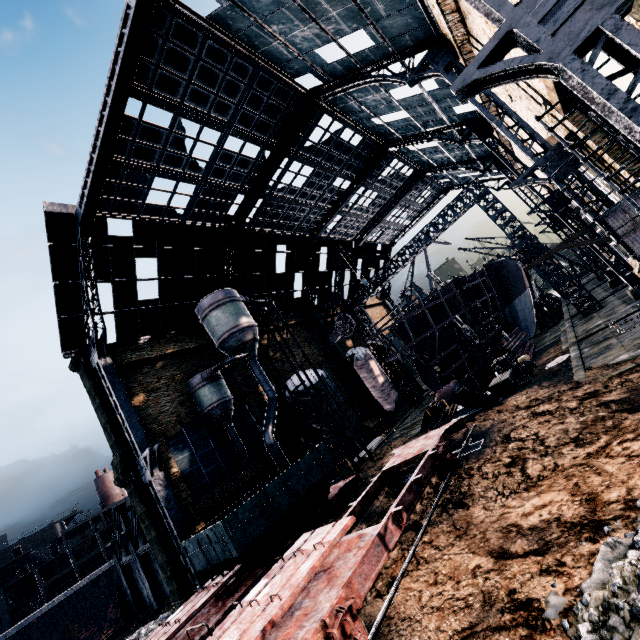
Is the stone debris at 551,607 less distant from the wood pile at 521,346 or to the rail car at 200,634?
the rail car at 200,634

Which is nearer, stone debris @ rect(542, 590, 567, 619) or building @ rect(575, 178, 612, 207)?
stone debris @ rect(542, 590, 567, 619)

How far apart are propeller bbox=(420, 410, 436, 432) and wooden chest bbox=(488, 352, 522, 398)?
3.6 meters

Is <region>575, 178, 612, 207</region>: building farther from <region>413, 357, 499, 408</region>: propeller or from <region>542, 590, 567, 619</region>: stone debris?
<region>413, 357, 499, 408</region>: propeller

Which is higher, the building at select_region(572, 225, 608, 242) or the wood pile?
the building at select_region(572, 225, 608, 242)

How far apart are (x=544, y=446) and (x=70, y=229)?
28.2m

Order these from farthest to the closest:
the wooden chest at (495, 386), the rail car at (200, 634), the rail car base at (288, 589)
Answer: the wooden chest at (495, 386) → the rail car at (200, 634) → the rail car base at (288, 589)

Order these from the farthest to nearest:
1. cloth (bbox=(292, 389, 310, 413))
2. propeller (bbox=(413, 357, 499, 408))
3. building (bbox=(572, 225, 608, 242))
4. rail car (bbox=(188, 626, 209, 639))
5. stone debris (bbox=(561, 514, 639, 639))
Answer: cloth (bbox=(292, 389, 310, 413)) < building (bbox=(572, 225, 608, 242)) < propeller (bbox=(413, 357, 499, 408)) < rail car (bbox=(188, 626, 209, 639)) < stone debris (bbox=(561, 514, 639, 639))
